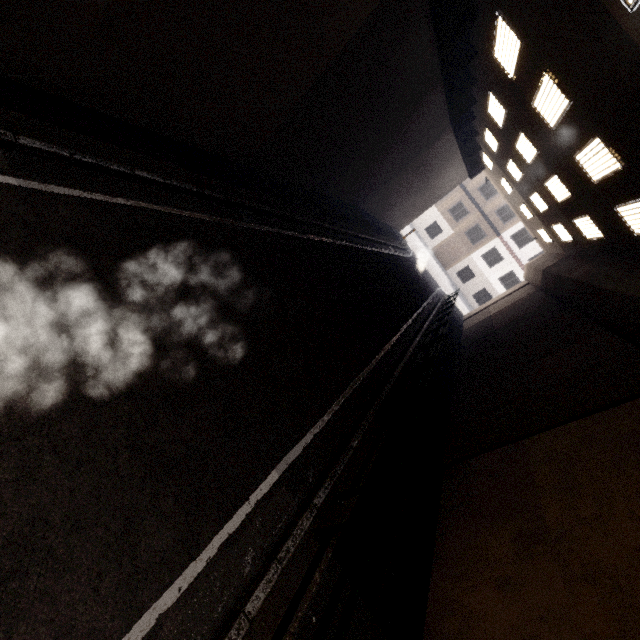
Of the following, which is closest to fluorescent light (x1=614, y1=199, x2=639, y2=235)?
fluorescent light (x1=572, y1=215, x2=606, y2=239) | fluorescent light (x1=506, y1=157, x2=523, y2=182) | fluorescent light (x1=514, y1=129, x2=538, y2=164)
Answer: fluorescent light (x1=572, y1=215, x2=606, y2=239)

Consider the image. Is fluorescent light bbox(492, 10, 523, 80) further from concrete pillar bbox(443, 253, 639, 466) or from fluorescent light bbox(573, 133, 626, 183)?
concrete pillar bbox(443, 253, 639, 466)

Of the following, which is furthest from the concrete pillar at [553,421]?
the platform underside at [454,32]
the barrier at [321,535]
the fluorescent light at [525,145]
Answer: the platform underside at [454,32]

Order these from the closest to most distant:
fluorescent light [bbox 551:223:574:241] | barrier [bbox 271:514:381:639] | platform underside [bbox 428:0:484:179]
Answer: barrier [bbox 271:514:381:639]
platform underside [bbox 428:0:484:179]
fluorescent light [bbox 551:223:574:241]

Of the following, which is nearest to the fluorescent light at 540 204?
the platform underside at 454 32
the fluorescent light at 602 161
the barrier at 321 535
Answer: the platform underside at 454 32

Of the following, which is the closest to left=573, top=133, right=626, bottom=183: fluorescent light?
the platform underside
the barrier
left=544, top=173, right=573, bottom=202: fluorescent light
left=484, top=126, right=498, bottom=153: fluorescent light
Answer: left=544, top=173, right=573, bottom=202: fluorescent light

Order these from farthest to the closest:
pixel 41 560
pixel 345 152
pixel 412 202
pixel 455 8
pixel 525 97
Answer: pixel 412 202 → pixel 345 152 → pixel 525 97 → pixel 455 8 → pixel 41 560

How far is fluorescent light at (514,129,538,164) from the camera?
11.49m
